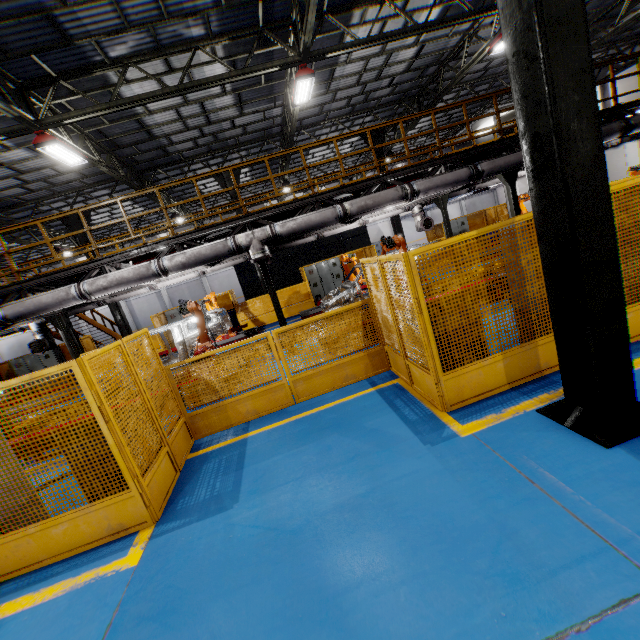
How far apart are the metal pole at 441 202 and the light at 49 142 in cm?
1280

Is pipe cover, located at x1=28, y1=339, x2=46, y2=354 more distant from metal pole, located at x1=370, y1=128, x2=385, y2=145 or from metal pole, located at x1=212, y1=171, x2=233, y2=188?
metal pole, located at x1=370, y1=128, x2=385, y2=145

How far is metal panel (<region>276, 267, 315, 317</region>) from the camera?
16.8 meters

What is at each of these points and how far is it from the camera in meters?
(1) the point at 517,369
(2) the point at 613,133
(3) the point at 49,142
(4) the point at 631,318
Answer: (1) metal panel, 4.5
(2) vent pipe, 9.5
(3) light, 8.9
(4) metal panel, 4.6

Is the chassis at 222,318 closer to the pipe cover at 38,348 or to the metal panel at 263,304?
the pipe cover at 38,348

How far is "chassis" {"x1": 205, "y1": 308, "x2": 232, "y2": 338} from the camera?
10.2m

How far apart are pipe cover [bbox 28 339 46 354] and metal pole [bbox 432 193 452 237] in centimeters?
1637cm

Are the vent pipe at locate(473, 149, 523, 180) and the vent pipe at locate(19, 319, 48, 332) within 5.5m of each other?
yes
